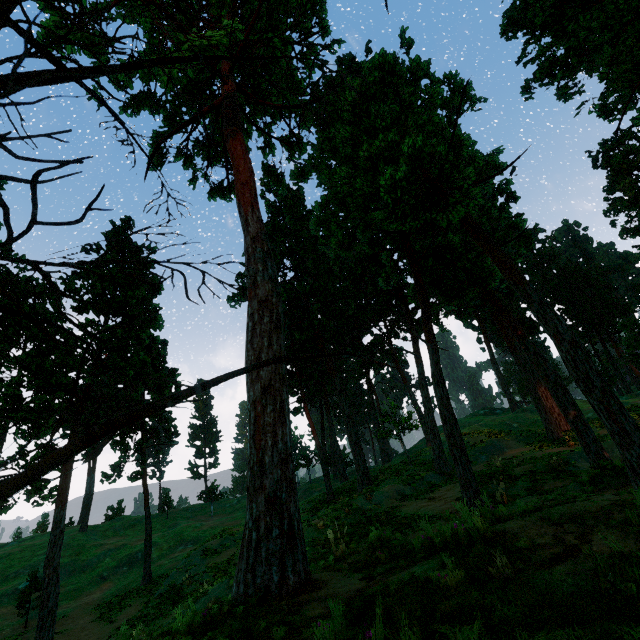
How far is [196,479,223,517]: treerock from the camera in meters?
50.4

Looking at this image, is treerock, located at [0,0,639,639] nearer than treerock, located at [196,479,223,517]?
Yes

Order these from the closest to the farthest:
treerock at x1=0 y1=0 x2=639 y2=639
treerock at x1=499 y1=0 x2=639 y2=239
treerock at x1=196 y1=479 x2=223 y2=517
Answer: treerock at x1=0 y1=0 x2=639 y2=639 → treerock at x1=499 y1=0 x2=639 y2=239 → treerock at x1=196 y1=479 x2=223 y2=517

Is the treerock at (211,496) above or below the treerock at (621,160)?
below

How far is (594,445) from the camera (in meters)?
12.07

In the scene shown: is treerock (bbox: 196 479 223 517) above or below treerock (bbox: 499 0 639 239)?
below

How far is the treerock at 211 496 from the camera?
50.4m
